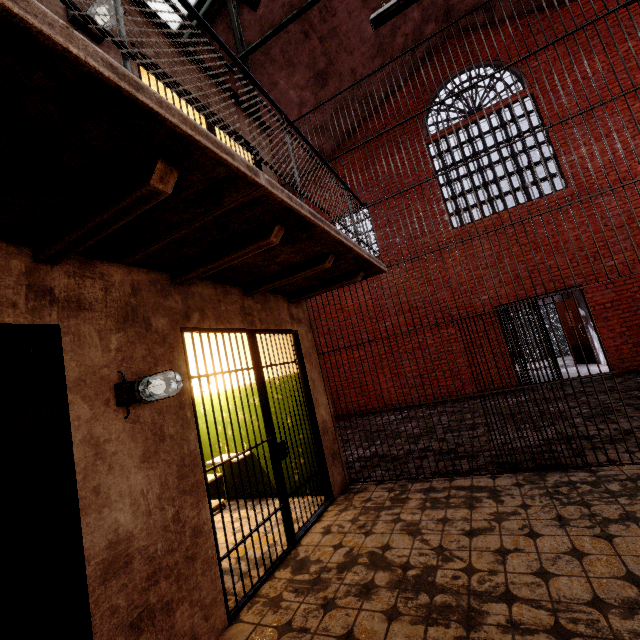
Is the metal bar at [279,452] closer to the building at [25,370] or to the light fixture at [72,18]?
the building at [25,370]

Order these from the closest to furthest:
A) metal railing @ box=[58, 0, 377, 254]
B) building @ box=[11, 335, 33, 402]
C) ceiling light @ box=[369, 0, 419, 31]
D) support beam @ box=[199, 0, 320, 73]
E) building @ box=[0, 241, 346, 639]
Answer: metal railing @ box=[58, 0, 377, 254], building @ box=[0, 241, 346, 639], building @ box=[11, 335, 33, 402], ceiling light @ box=[369, 0, 419, 31], support beam @ box=[199, 0, 320, 73]

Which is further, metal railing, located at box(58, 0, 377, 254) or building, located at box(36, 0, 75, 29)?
building, located at box(36, 0, 75, 29)

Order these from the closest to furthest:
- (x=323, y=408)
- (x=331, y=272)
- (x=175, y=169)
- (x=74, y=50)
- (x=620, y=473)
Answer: (x=74, y=50) → (x=175, y=169) → (x=620, y=473) → (x=331, y=272) → (x=323, y=408)

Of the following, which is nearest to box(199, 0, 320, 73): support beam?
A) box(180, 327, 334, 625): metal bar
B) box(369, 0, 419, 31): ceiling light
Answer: box(369, 0, 419, 31): ceiling light

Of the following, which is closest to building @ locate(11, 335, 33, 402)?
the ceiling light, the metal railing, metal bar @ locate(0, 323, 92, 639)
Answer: metal bar @ locate(0, 323, 92, 639)

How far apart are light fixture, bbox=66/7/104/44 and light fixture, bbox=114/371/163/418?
2.94m

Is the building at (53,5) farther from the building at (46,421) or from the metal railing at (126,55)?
the metal railing at (126,55)
